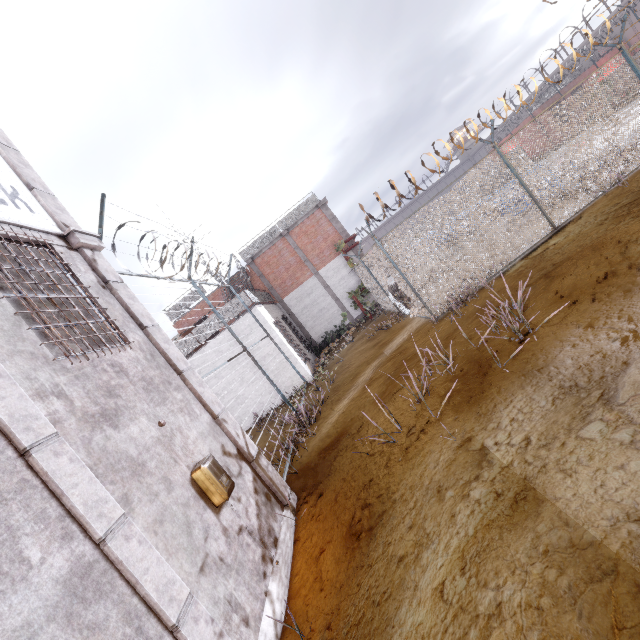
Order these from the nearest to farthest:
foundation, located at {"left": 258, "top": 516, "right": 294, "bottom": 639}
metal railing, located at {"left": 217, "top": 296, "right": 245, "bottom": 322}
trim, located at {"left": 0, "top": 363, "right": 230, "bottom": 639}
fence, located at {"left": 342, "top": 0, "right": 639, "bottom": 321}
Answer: trim, located at {"left": 0, "top": 363, "right": 230, "bottom": 639} < foundation, located at {"left": 258, "top": 516, "right": 294, "bottom": 639} < fence, located at {"left": 342, "top": 0, "right": 639, "bottom": 321} < metal railing, located at {"left": 217, "top": 296, "right": 245, "bottom": 322}

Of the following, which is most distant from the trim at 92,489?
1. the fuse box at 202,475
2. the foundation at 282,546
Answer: the fuse box at 202,475

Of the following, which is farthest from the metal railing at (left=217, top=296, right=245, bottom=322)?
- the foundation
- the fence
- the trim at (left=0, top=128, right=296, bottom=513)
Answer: the foundation

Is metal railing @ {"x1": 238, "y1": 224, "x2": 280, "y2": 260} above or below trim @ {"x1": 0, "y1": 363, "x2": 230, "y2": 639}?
above

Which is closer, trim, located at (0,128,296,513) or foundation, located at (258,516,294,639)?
foundation, located at (258,516,294,639)

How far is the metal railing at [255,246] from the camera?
19.8m

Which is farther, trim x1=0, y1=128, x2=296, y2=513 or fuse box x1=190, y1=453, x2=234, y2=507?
trim x1=0, y1=128, x2=296, y2=513

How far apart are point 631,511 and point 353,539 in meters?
3.0 m
